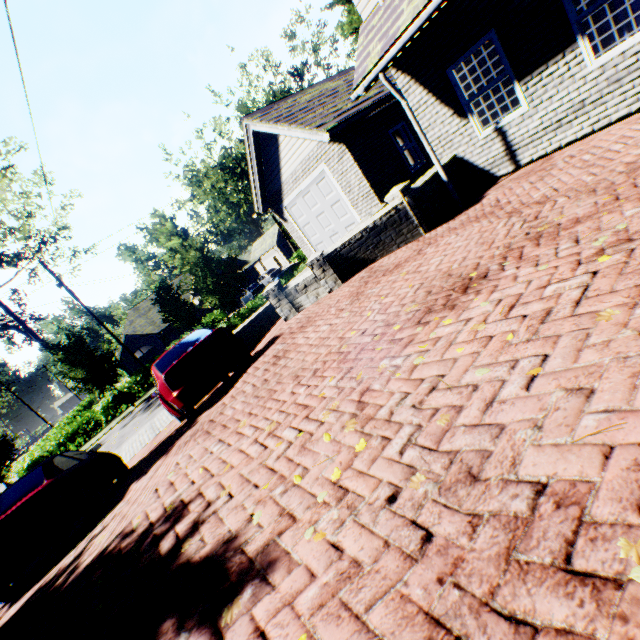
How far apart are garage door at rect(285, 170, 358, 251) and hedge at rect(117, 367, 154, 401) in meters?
21.3 m

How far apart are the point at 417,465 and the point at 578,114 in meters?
7.5

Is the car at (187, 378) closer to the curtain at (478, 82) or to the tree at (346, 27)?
the tree at (346, 27)

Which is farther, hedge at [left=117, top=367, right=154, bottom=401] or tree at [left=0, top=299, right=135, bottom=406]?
hedge at [left=117, top=367, right=154, bottom=401]

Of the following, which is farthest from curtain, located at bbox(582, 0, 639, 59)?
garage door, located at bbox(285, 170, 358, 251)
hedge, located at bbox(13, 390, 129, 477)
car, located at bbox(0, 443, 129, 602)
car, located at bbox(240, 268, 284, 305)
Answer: hedge, located at bbox(13, 390, 129, 477)

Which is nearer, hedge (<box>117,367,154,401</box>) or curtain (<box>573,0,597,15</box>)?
curtain (<box>573,0,597,15</box>)

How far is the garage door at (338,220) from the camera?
11.2m

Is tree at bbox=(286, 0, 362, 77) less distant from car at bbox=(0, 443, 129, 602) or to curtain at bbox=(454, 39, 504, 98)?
car at bbox=(0, 443, 129, 602)
